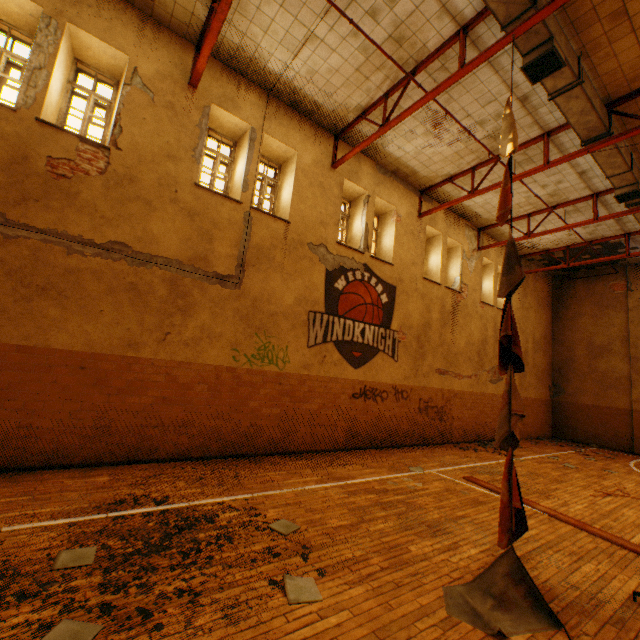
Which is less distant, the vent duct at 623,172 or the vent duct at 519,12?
the vent duct at 519,12

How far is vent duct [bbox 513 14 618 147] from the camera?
5.7 meters

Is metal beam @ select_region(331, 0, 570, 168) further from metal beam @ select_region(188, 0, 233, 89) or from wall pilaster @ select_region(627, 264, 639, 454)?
wall pilaster @ select_region(627, 264, 639, 454)

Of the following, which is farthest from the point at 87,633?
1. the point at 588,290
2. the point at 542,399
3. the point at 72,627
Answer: the point at 588,290

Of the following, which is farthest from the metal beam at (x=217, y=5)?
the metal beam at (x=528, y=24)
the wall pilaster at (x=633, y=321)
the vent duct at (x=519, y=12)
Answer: the wall pilaster at (x=633, y=321)

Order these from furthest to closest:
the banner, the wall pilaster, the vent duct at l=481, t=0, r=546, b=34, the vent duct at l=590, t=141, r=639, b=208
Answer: the wall pilaster, the vent duct at l=590, t=141, r=639, b=208, the vent duct at l=481, t=0, r=546, b=34, the banner

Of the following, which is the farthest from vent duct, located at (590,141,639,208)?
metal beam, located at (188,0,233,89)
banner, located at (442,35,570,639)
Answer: banner, located at (442,35,570,639)

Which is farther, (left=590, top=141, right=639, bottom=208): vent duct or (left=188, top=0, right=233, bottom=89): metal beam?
(left=590, top=141, right=639, bottom=208): vent duct
